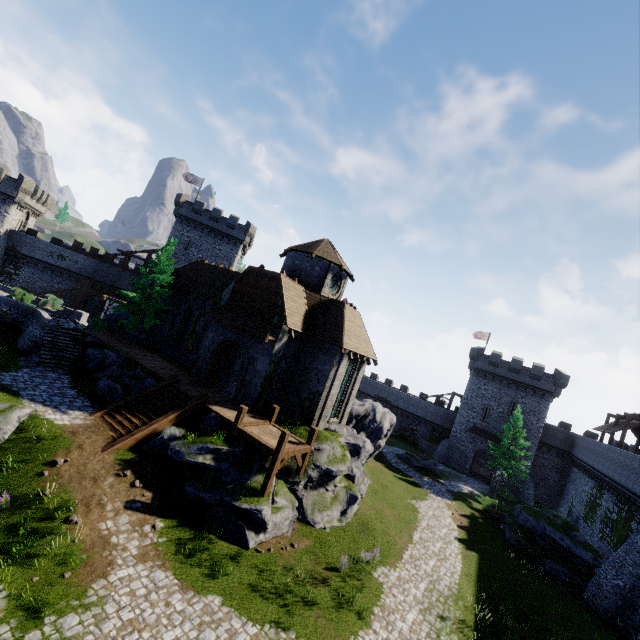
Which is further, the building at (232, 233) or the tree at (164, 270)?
the tree at (164, 270)

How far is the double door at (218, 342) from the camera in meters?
20.7 m

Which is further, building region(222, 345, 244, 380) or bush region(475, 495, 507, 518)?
bush region(475, 495, 507, 518)

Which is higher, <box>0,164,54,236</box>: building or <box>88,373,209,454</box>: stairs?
<box>0,164,54,236</box>: building

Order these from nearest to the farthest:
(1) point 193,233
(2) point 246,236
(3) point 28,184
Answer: (3) point 28,184
(1) point 193,233
(2) point 246,236

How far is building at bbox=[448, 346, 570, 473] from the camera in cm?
4156

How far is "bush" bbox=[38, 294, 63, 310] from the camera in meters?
31.2

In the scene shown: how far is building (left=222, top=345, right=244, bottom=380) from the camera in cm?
2531
